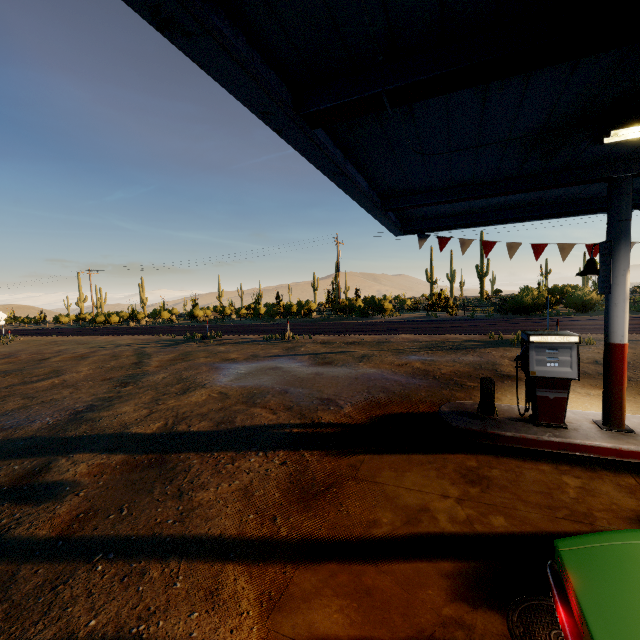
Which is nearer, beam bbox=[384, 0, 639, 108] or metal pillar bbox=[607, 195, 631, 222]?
beam bbox=[384, 0, 639, 108]

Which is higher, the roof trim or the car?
the roof trim

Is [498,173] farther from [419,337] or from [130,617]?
[419,337]

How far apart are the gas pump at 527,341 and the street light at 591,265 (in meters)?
1.25

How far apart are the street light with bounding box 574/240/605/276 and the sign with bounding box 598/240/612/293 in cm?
18

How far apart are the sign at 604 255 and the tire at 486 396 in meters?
2.2

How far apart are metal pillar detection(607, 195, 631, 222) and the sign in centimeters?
2cm

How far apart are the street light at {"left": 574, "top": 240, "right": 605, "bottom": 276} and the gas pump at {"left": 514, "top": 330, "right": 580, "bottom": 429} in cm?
125
